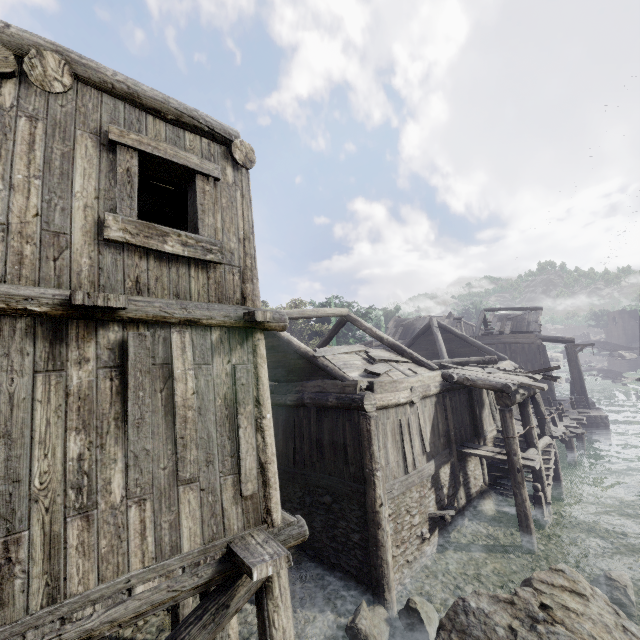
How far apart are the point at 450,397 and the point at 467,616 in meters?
7.5

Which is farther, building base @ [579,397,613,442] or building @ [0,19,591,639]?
building base @ [579,397,613,442]

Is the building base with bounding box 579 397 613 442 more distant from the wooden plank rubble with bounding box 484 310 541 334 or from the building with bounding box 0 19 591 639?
the wooden plank rubble with bounding box 484 310 541 334

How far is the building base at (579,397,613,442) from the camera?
20.3 meters

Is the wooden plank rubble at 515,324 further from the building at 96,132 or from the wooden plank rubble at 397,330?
the wooden plank rubble at 397,330

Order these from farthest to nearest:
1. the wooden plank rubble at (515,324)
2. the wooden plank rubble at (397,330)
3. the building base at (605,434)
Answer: the wooden plank rubble at (397,330), the wooden plank rubble at (515,324), the building base at (605,434)

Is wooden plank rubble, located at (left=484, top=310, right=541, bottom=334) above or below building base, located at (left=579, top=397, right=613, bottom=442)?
above

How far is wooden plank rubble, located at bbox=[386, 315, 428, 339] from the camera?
34.1m
